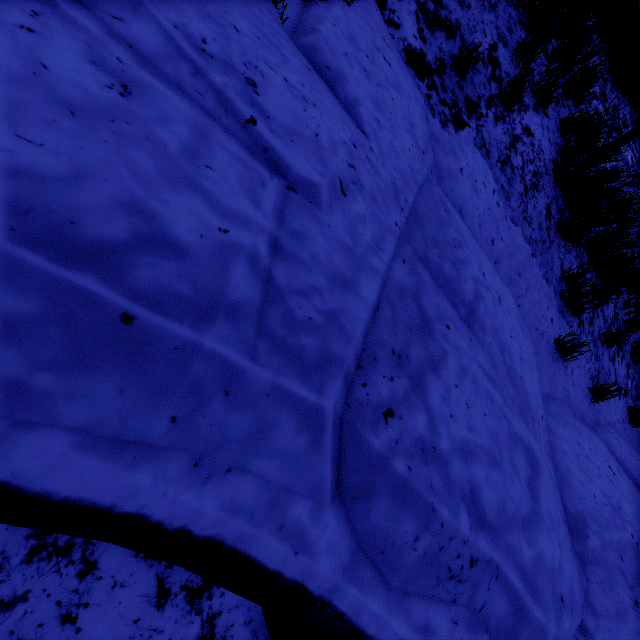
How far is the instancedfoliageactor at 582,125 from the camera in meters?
4.4

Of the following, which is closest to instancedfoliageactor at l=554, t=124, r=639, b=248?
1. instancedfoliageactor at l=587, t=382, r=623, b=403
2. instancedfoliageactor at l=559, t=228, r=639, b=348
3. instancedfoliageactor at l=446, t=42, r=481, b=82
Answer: instancedfoliageactor at l=559, t=228, r=639, b=348

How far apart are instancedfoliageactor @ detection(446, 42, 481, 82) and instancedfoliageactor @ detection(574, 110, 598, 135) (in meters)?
2.03

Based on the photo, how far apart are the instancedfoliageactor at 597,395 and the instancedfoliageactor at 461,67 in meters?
4.1 m

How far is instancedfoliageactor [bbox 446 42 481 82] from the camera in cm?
303

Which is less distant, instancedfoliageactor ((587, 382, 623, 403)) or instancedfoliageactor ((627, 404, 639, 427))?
instancedfoliageactor ((587, 382, 623, 403))

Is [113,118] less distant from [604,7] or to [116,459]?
[116,459]

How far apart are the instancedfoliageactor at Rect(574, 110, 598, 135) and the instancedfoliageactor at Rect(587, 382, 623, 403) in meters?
2.7 m
